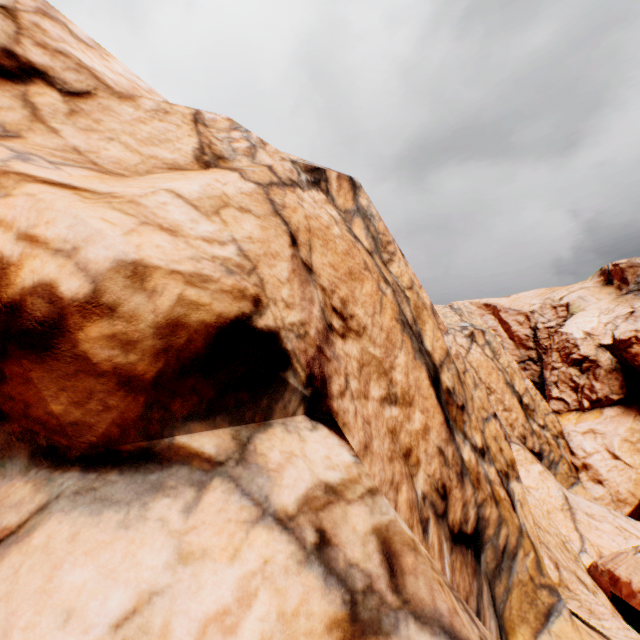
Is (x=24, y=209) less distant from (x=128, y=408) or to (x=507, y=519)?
(x=128, y=408)
